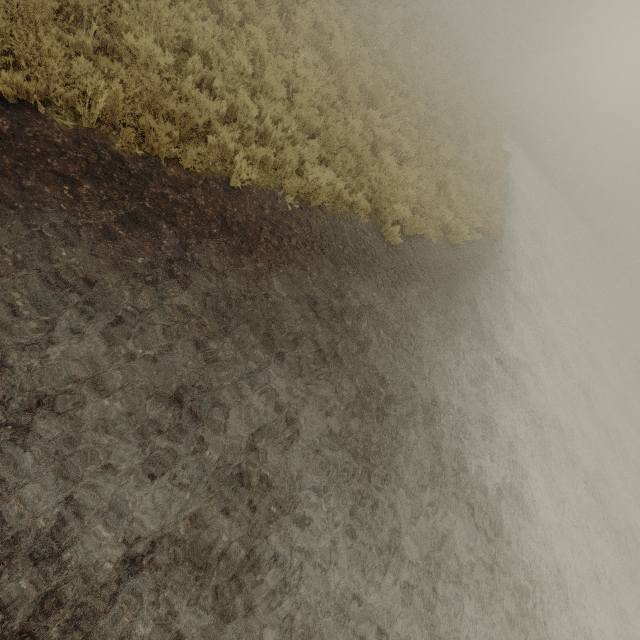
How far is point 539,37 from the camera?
50.1m
